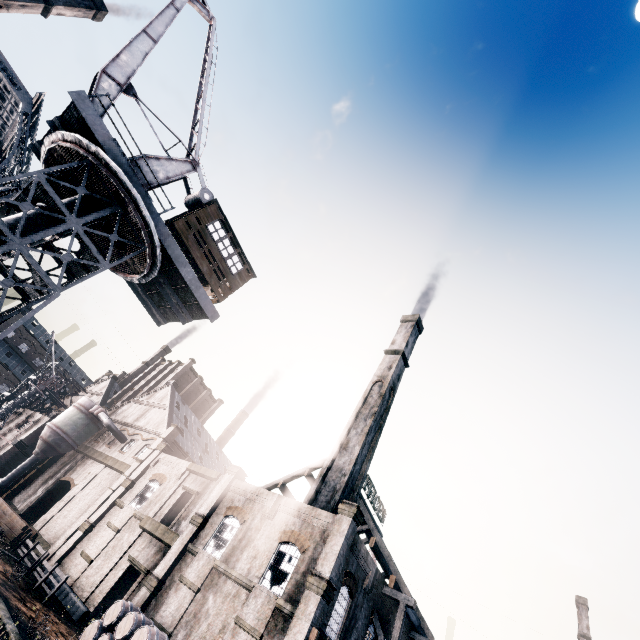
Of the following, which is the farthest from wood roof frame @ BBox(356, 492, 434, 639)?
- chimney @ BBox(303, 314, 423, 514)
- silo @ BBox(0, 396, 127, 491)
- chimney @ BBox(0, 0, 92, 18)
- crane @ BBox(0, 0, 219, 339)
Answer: chimney @ BBox(0, 0, 92, 18)

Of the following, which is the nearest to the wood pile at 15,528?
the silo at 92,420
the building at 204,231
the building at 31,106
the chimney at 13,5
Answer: the building at 31,106

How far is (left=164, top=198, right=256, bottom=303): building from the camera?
16.1 meters

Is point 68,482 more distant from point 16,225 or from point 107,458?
point 16,225

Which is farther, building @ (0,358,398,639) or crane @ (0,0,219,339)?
building @ (0,358,398,639)

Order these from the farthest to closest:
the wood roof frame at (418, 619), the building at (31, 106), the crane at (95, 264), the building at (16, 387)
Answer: the building at (16, 387)
the building at (31, 106)
the wood roof frame at (418, 619)
the crane at (95, 264)

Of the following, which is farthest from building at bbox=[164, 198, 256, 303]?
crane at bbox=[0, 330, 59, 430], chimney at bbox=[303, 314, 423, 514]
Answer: crane at bbox=[0, 330, 59, 430]

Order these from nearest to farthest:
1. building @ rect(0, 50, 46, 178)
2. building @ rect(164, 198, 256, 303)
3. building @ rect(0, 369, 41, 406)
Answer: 1. building @ rect(164, 198, 256, 303)
2. building @ rect(0, 50, 46, 178)
3. building @ rect(0, 369, 41, 406)
